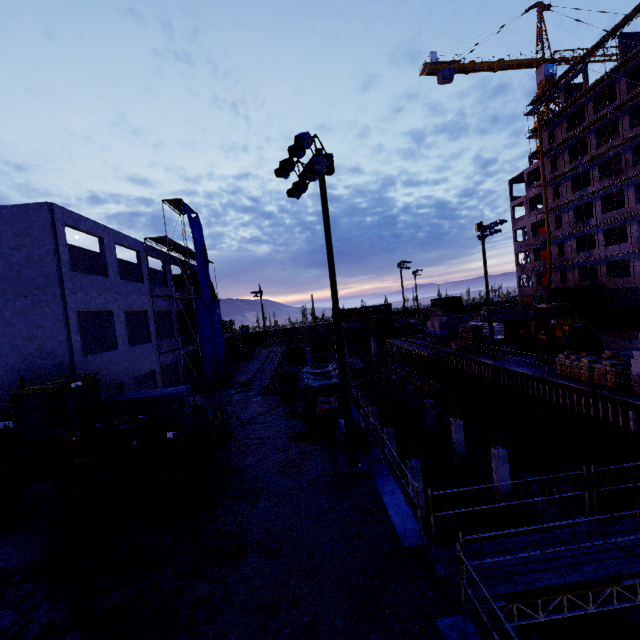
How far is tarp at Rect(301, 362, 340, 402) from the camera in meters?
17.5

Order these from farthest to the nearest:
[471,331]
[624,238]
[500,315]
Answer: [500,315], [624,238], [471,331]

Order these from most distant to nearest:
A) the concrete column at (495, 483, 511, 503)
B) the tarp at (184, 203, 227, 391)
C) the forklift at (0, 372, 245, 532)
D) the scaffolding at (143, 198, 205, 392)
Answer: the tarp at (184, 203, 227, 391) < the scaffolding at (143, 198, 205, 392) < the concrete column at (495, 483, 511, 503) < the forklift at (0, 372, 245, 532)

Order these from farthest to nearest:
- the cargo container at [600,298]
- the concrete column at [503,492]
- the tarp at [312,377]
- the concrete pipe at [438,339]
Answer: the concrete pipe at [438,339]
the cargo container at [600,298]
the concrete column at [503,492]
the tarp at [312,377]

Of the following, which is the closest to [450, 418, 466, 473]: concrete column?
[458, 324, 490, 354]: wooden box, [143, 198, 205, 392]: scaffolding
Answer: [458, 324, 490, 354]: wooden box

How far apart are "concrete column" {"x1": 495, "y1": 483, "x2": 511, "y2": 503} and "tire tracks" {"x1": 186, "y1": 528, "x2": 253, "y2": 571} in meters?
14.8

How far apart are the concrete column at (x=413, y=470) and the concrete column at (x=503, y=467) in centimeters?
432cm

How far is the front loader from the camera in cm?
2072
